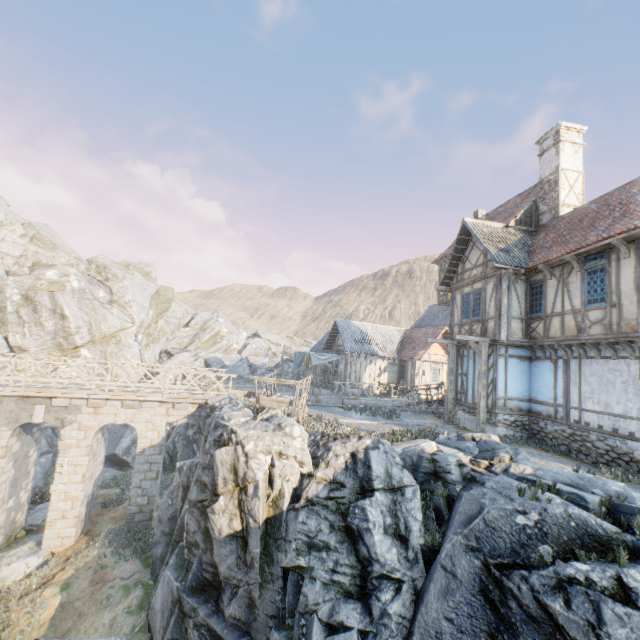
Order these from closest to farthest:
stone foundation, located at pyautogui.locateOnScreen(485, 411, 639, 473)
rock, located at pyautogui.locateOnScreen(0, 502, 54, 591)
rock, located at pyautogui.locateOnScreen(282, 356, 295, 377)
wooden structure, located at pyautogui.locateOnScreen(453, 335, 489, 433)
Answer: stone foundation, located at pyautogui.locateOnScreen(485, 411, 639, 473) < rock, located at pyautogui.locateOnScreen(0, 502, 54, 591) < wooden structure, located at pyautogui.locateOnScreen(453, 335, 489, 433) < rock, located at pyautogui.locateOnScreen(282, 356, 295, 377)

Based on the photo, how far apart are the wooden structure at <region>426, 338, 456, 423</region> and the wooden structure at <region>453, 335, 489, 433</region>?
2.3m

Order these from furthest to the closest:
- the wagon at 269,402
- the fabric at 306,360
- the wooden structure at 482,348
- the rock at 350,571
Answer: the fabric at 306,360 < the wooden structure at 482,348 < the wagon at 269,402 < the rock at 350,571

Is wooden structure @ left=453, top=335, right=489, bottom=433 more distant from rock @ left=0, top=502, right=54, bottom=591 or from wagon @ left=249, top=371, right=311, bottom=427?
wagon @ left=249, top=371, right=311, bottom=427

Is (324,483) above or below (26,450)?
above

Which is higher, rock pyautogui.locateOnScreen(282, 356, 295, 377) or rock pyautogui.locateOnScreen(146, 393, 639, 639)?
rock pyautogui.locateOnScreen(282, 356, 295, 377)

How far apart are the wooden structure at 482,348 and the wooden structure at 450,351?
2.29m

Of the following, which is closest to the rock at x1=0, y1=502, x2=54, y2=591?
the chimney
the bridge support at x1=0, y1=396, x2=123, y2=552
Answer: the bridge support at x1=0, y1=396, x2=123, y2=552
